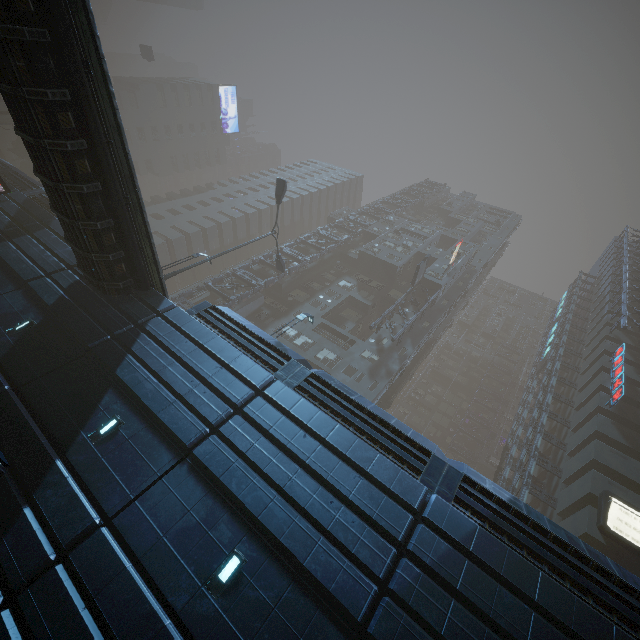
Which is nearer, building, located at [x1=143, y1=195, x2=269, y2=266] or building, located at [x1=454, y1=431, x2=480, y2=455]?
building, located at [x1=143, y1=195, x2=269, y2=266]

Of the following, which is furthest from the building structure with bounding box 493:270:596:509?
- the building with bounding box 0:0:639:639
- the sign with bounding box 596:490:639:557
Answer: the sign with bounding box 596:490:639:557

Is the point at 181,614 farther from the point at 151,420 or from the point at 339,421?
the point at 339,421

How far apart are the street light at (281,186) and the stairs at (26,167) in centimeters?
4181cm

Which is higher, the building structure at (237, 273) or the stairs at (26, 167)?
the building structure at (237, 273)

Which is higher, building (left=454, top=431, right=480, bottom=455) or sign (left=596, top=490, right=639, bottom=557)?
building (left=454, top=431, right=480, bottom=455)

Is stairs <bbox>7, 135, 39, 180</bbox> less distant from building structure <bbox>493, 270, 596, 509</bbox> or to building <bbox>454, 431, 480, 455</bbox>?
building <bbox>454, 431, 480, 455</bbox>

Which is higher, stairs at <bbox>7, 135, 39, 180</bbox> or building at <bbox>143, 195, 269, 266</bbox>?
building at <bbox>143, 195, 269, 266</bbox>
